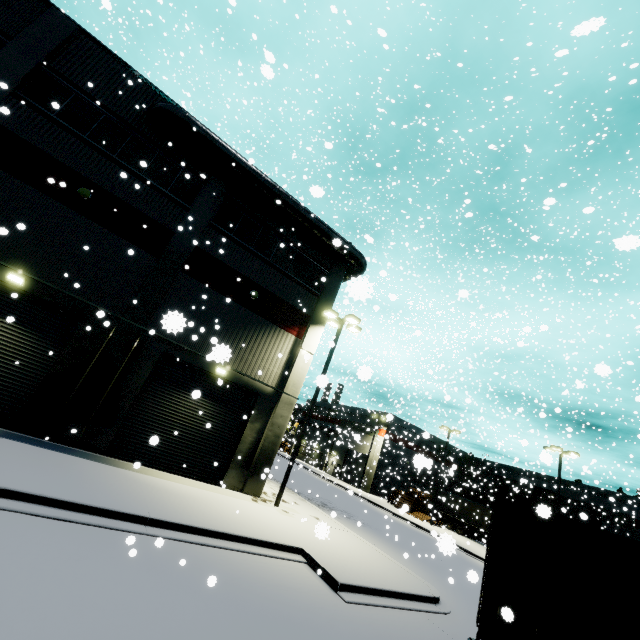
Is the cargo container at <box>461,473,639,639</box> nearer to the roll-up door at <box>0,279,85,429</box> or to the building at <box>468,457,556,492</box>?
the roll-up door at <box>0,279,85,429</box>

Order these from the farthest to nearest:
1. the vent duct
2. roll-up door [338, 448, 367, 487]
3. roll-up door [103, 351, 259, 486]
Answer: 1. roll-up door [338, 448, 367, 487]
2. the vent duct
3. roll-up door [103, 351, 259, 486]

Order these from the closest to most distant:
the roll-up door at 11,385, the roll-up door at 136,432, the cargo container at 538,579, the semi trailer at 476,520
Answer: the cargo container at 538,579, the roll-up door at 11,385, the roll-up door at 136,432, the semi trailer at 476,520

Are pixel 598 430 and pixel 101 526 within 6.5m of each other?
no

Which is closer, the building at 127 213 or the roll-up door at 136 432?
the building at 127 213

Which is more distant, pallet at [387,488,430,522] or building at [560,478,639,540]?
building at [560,478,639,540]

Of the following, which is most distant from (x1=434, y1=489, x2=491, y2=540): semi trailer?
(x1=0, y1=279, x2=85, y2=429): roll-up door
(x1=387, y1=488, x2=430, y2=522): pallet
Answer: (x1=387, y1=488, x2=430, y2=522): pallet

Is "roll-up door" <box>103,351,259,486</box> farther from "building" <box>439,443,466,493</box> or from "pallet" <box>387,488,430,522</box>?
"pallet" <box>387,488,430,522</box>
